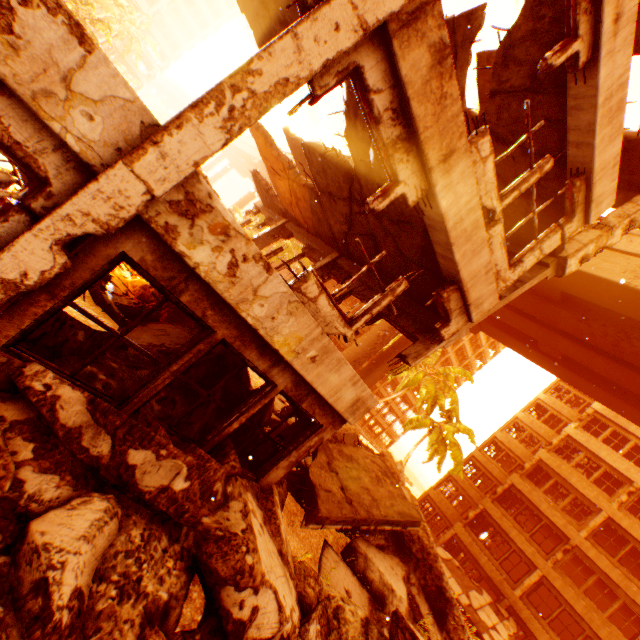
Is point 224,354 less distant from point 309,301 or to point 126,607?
point 309,301

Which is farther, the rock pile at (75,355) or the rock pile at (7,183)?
the rock pile at (7,183)

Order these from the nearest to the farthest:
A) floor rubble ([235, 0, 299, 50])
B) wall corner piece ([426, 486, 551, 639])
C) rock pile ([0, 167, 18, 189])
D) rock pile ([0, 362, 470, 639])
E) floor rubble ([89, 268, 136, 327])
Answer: rock pile ([0, 362, 470, 639]), floor rubble ([235, 0, 299, 50]), rock pile ([0, 167, 18, 189]), floor rubble ([89, 268, 136, 327]), wall corner piece ([426, 486, 551, 639])

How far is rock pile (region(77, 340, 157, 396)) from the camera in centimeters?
406cm

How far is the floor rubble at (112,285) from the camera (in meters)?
6.47

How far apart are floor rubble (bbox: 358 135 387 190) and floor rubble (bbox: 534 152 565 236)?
2.5m

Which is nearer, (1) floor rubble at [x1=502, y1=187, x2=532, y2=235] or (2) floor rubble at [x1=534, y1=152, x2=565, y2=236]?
(2) floor rubble at [x1=534, y1=152, x2=565, y2=236]
